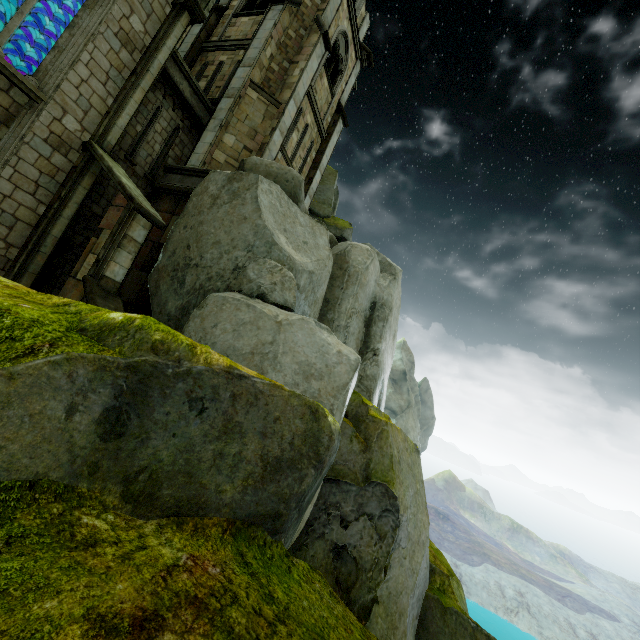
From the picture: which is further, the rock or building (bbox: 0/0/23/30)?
building (bbox: 0/0/23/30)

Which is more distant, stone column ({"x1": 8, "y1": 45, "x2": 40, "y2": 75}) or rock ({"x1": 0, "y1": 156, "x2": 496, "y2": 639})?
stone column ({"x1": 8, "y1": 45, "x2": 40, "y2": 75})

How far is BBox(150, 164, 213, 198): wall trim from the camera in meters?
11.5 m

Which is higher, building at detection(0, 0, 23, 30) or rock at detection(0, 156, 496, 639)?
building at detection(0, 0, 23, 30)

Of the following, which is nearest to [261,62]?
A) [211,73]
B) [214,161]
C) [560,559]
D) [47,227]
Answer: [211,73]

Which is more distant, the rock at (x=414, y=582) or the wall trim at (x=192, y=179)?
the wall trim at (x=192, y=179)

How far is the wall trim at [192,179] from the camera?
11.54m

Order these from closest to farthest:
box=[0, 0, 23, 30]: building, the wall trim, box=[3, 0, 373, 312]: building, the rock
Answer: the rock
box=[3, 0, 373, 312]: building
the wall trim
box=[0, 0, 23, 30]: building
